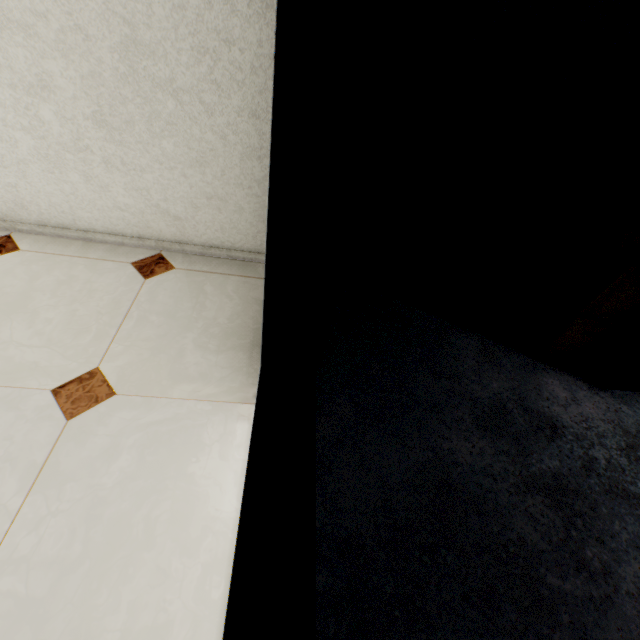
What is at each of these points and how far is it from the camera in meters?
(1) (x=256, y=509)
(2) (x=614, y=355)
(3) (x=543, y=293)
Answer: (1) door, 1.0 m
(2) file cabinet, 1.6 m
(3) cardboard box, 1.7 m

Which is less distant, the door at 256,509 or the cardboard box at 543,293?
the door at 256,509

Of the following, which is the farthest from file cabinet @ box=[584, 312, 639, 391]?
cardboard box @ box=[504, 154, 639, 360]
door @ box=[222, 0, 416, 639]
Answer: door @ box=[222, 0, 416, 639]

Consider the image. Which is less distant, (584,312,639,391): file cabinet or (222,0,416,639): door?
(222,0,416,639): door

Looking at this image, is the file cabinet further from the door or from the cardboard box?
the door

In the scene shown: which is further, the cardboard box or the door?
the cardboard box

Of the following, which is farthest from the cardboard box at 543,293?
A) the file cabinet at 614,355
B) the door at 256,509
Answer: the door at 256,509
